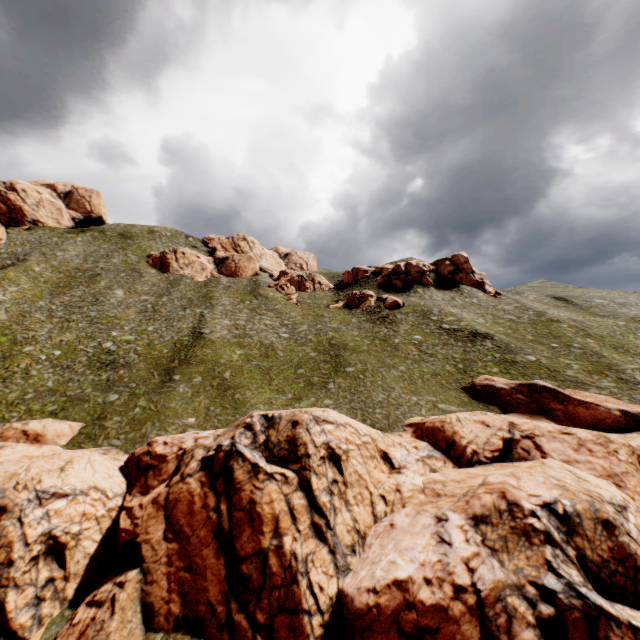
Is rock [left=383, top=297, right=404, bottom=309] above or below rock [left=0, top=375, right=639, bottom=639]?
above

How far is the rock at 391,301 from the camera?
A: 57.3m

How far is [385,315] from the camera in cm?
5581

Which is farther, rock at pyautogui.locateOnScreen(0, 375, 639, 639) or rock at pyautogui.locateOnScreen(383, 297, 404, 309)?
rock at pyautogui.locateOnScreen(383, 297, 404, 309)

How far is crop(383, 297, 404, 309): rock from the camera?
57.3 meters

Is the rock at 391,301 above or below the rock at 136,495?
above
